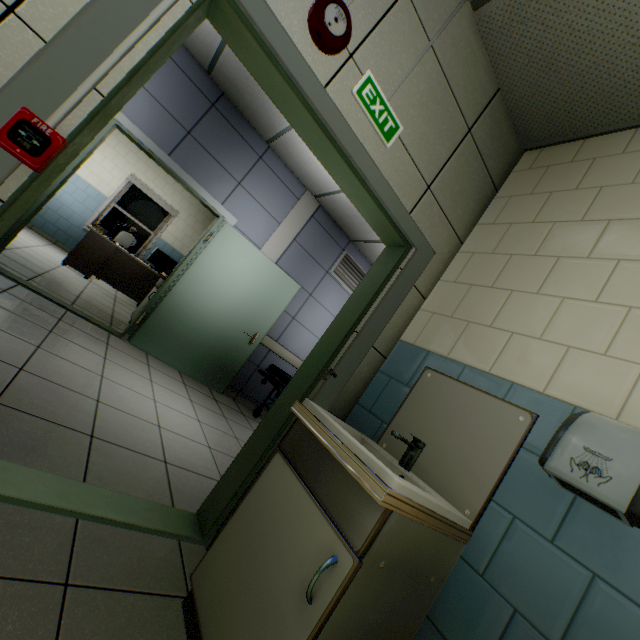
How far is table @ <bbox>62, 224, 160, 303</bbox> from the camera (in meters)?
5.98

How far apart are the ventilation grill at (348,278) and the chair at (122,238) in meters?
5.2

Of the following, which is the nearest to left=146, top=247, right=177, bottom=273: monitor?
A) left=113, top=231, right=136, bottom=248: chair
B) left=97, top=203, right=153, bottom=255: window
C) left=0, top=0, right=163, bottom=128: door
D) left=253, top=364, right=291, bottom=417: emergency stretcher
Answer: left=113, top=231, right=136, bottom=248: chair

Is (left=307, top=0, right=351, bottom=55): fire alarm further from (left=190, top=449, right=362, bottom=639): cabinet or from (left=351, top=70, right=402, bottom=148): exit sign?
(left=190, top=449, right=362, bottom=639): cabinet

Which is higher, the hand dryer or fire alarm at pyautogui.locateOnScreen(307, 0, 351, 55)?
fire alarm at pyautogui.locateOnScreen(307, 0, 351, 55)

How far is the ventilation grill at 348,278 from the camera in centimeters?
554cm

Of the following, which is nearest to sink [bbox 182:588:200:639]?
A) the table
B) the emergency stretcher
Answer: the emergency stretcher

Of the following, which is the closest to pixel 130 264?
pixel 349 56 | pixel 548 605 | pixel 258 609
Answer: pixel 349 56
